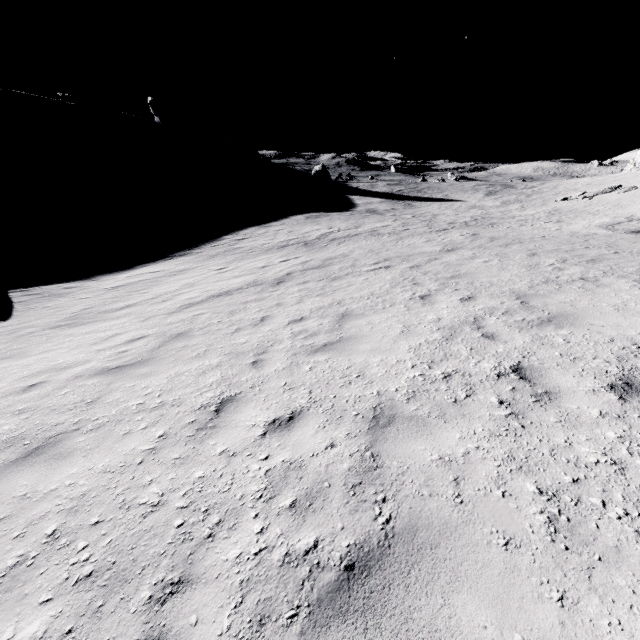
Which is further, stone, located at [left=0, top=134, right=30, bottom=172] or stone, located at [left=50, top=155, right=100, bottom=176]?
stone, located at [left=50, top=155, right=100, bottom=176]

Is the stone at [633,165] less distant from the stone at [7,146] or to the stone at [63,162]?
the stone at [63,162]

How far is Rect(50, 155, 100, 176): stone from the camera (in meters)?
52.13

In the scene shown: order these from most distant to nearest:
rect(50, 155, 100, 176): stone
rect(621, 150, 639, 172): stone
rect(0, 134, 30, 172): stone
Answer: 1. rect(50, 155, 100, 176): stone
2. rect(0, 134, 30, 172): stone
3. rect(621, 150, 639, 172): stone

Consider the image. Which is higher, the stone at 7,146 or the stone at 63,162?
the stone at 7,146

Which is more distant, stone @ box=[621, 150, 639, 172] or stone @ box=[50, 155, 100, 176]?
stone @ box=[50, 155, 100, 176]

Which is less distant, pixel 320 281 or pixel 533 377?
pixel 533 377

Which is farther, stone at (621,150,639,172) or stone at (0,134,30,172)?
stone at (0,134,30,172)
